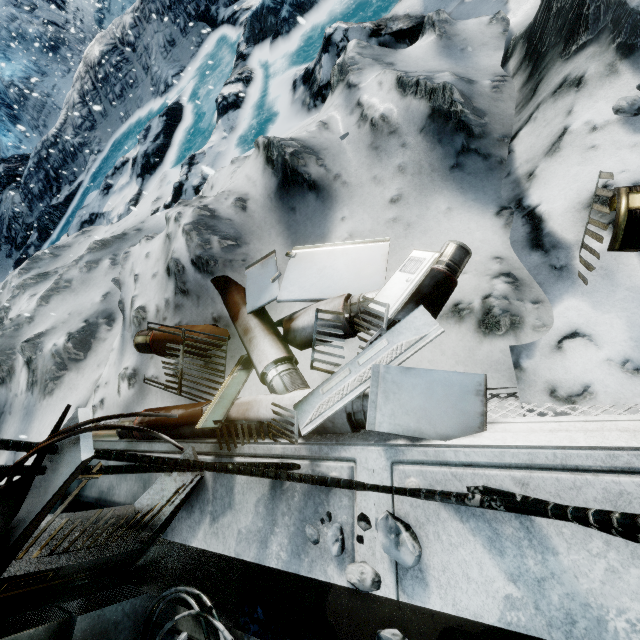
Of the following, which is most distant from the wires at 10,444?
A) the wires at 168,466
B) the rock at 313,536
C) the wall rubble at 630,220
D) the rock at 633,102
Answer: the rock at 633,102

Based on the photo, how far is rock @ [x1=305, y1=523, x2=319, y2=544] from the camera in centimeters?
158cm

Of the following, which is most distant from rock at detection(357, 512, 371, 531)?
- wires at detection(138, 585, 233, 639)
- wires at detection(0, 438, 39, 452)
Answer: wires at detection(0, 438, 39, 452)

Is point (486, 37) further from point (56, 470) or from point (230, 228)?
point (56, 470)

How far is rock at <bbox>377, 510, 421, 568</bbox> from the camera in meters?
1.3

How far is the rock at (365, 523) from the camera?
1.5m

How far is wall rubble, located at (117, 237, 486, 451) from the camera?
1.55m
